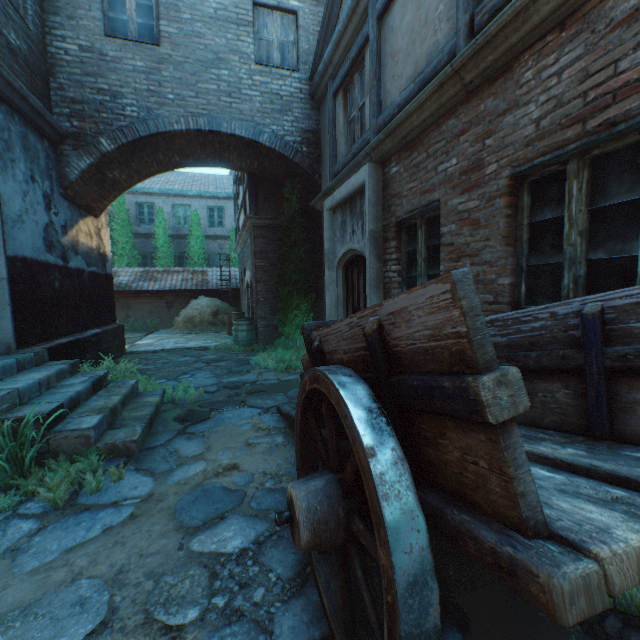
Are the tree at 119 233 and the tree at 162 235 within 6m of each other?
yes

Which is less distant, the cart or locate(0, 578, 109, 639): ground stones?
the cart

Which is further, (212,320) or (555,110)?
(212,320)

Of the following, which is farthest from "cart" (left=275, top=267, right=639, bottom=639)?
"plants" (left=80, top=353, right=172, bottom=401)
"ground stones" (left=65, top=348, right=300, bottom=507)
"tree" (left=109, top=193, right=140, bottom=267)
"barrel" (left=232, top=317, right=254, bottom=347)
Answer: "tree" (left=109, top=193, right=140, bottom=267)

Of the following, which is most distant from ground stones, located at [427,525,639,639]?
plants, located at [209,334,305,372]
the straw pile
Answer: the straw pile

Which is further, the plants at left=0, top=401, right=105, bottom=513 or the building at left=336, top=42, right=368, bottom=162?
the building at left=336, top=42, right=368, bottom=162

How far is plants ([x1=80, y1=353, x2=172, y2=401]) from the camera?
5.24m

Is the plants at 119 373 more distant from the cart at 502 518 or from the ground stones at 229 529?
the cart at 502 518
